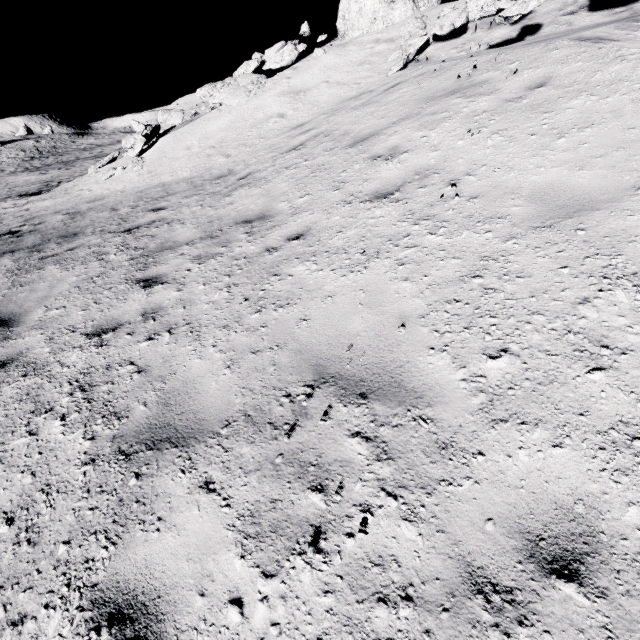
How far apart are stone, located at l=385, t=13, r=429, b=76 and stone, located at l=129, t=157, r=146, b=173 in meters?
9.2

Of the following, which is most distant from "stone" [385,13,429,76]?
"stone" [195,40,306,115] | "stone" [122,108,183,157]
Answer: "stone" [122,108,183,157]

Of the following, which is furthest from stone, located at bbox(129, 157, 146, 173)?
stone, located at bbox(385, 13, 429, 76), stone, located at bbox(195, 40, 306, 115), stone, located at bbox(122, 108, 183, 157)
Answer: stone, located at bbox(385, 13, 429, 76)

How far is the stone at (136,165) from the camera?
11.98m

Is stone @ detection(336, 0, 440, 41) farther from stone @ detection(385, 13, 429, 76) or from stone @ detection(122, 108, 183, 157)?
stone @ detection(122, 108, 183, 157)

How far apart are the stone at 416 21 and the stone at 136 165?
9.2m

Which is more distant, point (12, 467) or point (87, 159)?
point (87, 159)
